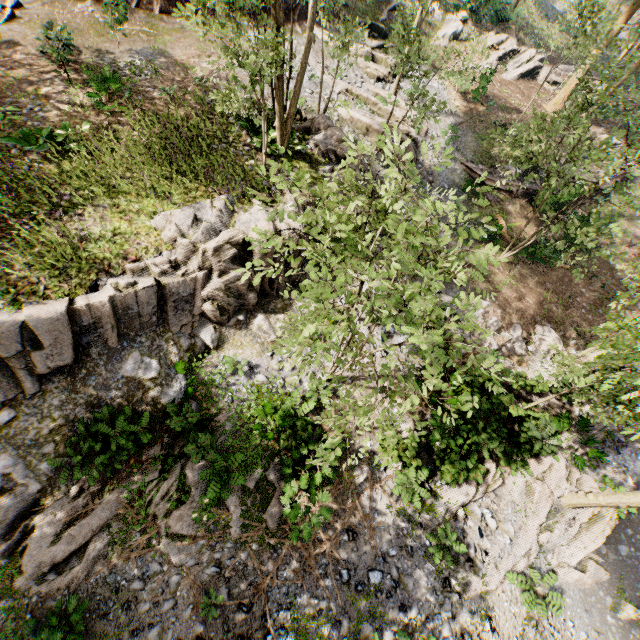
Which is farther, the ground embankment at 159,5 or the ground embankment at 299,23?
the ground embankment at 299,23

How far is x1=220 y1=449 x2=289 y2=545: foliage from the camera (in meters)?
9.70

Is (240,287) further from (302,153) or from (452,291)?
(452,291)

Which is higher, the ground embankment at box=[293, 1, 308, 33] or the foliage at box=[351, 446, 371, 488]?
the ground embankment at box=[293, 1, 308, 33]

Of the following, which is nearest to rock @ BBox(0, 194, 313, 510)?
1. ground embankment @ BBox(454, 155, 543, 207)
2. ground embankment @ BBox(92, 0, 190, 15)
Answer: ground embankment @ BBox(454, 155, 543, 207)

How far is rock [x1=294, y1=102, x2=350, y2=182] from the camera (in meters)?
14.76

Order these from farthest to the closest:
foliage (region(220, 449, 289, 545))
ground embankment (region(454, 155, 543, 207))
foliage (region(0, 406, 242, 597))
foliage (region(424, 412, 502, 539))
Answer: ground embankment (region(454, 155, 543, 207))
foliage (region(424, 412, 502, 539))
foliage (region(220, 449, 289, 545))
foliage (region(0, 406, 242, 597))

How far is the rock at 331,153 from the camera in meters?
14.8
